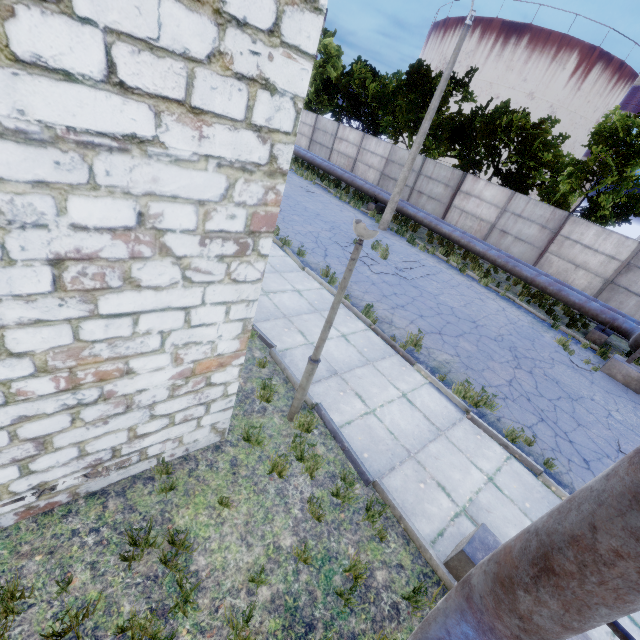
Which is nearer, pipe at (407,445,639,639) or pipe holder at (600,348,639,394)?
pipe at (407,445,639,639)

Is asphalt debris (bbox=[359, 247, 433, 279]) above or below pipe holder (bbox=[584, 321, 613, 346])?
below

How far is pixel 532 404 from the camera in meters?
7.7 m

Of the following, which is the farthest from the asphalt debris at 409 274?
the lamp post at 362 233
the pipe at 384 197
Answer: the lamp post at 362 233

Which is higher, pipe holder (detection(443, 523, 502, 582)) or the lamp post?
the lamp post

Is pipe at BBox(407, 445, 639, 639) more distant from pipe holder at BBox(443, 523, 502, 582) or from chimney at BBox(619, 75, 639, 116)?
chimney at BBox(619, 75, 639, 116)

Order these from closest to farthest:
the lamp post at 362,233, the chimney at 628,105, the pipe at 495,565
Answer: the pipe at 495,565 → the lamp post at 362,233 → the chimney at 628,105

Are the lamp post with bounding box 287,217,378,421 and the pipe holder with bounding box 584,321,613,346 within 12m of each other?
no
